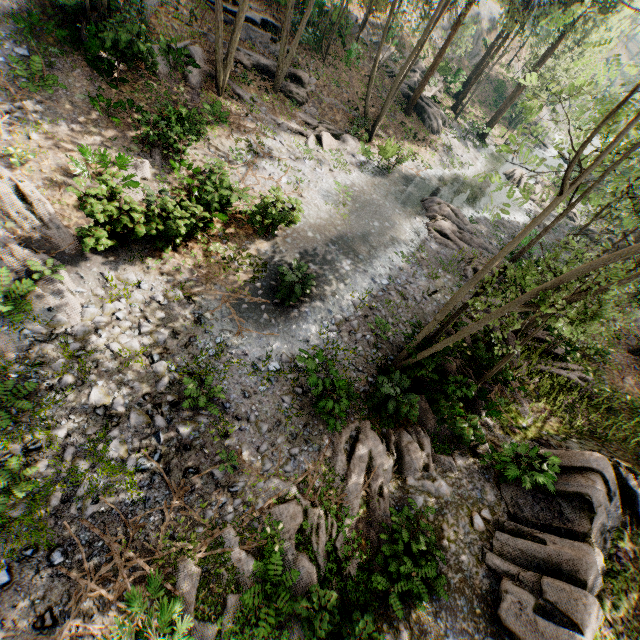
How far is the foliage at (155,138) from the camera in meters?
13.1 m

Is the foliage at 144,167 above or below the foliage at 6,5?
below

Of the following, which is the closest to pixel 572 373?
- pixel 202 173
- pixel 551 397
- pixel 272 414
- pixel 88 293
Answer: pixel 551 397

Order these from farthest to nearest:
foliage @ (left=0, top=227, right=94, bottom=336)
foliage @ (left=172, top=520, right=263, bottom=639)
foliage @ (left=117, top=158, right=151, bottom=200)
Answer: foliage @ (left=117, top=158, right=151, bottom=200), foliage @ (left=0, top=227, right=94, bottom=336), foliage @ (left=172, top=520, right=263, bottom=639)

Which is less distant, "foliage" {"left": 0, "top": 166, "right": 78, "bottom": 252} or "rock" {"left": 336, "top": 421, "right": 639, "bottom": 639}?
"rock" {"left": 336, "top": 421, "right": 639, "bottom": 639}

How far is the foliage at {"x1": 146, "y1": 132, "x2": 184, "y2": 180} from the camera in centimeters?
1315cm
